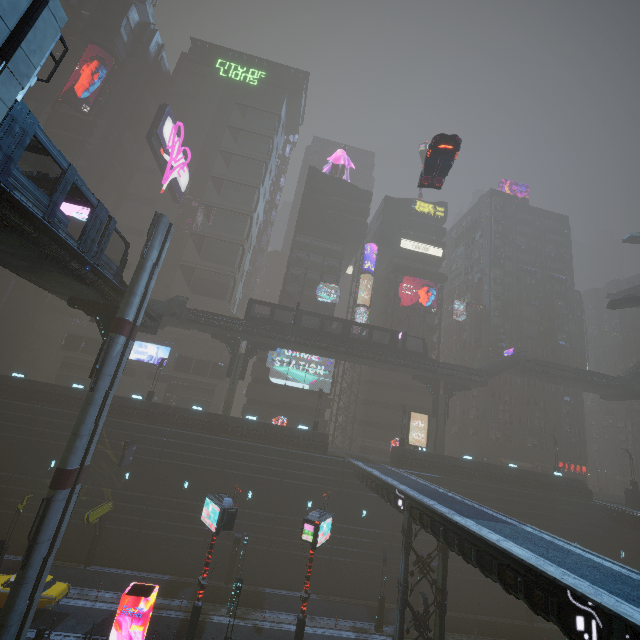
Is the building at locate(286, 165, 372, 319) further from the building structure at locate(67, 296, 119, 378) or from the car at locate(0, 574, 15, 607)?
the building structure at locate(67, 296, 119, 378)

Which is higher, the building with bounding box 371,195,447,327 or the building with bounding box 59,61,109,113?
the building with bounding box 59,61,109,113

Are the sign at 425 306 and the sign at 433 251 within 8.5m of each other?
yes

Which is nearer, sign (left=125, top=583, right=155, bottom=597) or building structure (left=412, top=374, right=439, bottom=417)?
sign (left=125, top=583, right=155, bottom=597)

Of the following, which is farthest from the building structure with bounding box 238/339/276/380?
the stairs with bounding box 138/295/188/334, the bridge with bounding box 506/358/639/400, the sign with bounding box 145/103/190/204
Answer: the bridge with bounding box 506/358/639/400

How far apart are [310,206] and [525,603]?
Answer: 53.6 meters

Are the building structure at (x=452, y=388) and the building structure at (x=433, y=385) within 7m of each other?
yes

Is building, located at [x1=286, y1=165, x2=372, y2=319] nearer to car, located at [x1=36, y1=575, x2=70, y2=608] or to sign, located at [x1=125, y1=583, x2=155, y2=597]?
sign, located at [x1=125, y1=583, x2=155, y2=597]
